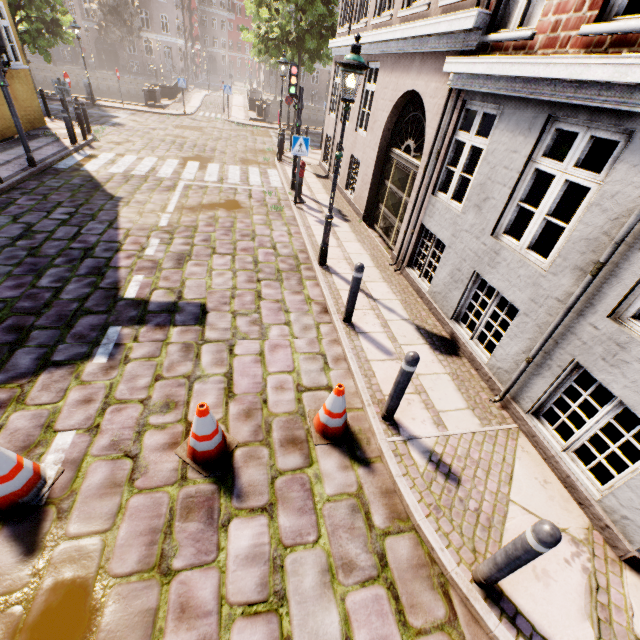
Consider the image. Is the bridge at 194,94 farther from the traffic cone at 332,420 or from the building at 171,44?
the traffic cone at 332,420

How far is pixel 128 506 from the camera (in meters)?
3.03

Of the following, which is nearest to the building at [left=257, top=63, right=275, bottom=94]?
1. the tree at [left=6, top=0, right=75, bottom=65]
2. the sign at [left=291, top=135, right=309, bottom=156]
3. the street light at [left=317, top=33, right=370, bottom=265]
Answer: the tree at [left=6, top=0, right=75, bottom=65]

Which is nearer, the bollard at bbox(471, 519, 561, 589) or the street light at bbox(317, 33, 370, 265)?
the bollard at bbox(471, 519, 561, 589)

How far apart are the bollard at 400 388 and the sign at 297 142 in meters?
7.8

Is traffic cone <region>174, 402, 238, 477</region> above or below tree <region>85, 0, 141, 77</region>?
below

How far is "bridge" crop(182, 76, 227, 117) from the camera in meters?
23.7

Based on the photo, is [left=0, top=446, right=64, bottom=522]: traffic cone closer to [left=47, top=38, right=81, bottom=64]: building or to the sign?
the sign
